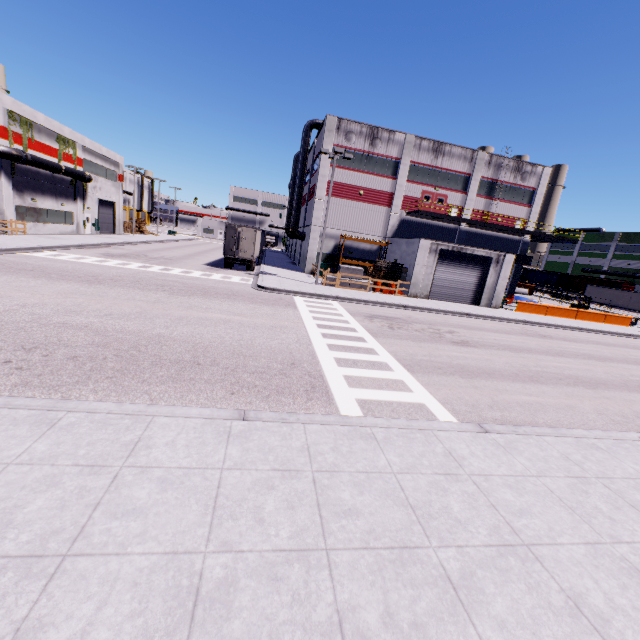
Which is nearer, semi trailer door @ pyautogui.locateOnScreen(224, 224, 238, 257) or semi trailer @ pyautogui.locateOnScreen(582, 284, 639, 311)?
semi trailer door @ pyautogui.locateOnScreen(224, 224, 238, 257)

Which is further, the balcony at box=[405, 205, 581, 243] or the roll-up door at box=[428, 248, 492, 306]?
the balcony at box=[405, 205, 581, 243]

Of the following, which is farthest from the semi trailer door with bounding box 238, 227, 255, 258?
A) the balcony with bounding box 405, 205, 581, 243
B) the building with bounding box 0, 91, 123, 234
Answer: the balcony with bounding box 405, 205, 581, 243

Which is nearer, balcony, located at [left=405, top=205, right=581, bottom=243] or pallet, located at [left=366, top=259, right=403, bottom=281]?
pallet, located at [left=366, top=259, right=403, bottom=281]

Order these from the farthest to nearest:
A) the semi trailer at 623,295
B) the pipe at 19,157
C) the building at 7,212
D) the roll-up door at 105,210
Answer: the semi trailer at 623,295, the roll-up door at 105,210, the building at 7,212, the pipe at 19,157

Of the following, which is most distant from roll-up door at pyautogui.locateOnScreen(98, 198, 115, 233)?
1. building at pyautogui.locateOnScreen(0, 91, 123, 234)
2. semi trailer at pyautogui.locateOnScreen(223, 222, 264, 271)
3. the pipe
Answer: the pipe

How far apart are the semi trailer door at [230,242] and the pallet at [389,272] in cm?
1164

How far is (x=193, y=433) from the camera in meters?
5.2 m
